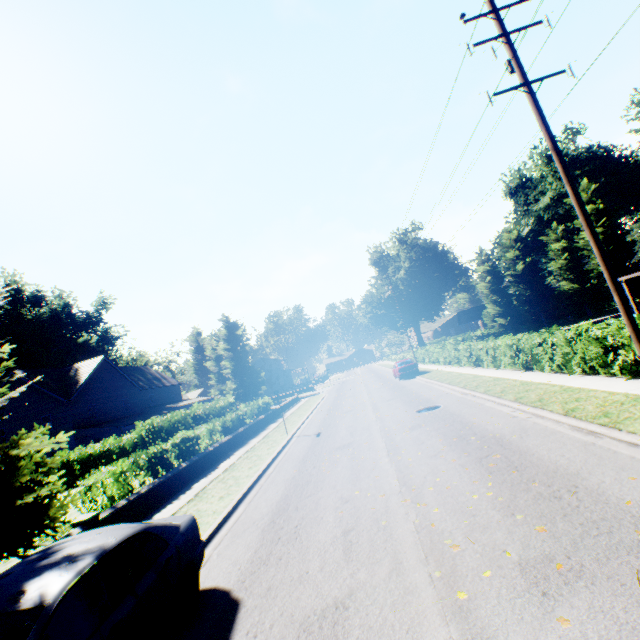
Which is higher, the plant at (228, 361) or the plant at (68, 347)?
the plant at (68, 347)

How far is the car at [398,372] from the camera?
28.0 meters

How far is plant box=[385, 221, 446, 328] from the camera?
54.1m

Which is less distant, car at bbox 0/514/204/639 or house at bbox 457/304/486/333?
car at bbox 0/514/204/639

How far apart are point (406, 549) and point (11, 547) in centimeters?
833cm

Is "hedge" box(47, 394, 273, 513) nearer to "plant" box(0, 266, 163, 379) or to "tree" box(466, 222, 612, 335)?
"tree" box(466, 222, 612, 335)
